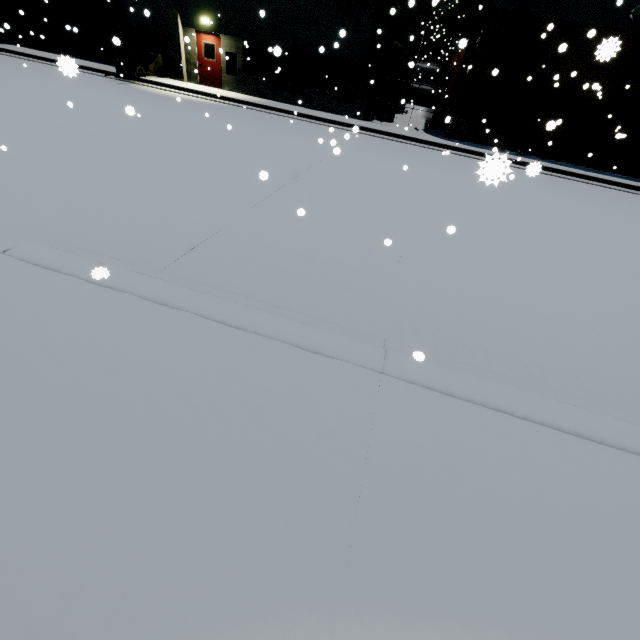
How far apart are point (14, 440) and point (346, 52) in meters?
20.0

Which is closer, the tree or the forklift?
the tree

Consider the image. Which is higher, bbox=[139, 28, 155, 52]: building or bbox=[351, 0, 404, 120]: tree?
bbox=[351, 0, 404, 120]: tree

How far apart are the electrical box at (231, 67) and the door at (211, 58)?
0.4m

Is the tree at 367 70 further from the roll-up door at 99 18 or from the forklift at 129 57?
the forklift at 129 57

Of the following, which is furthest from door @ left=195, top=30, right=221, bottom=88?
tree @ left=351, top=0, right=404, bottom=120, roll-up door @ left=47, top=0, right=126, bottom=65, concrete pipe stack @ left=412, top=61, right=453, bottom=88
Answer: concrete pipe stack @ left=412, top=61, right=453, bottom=88

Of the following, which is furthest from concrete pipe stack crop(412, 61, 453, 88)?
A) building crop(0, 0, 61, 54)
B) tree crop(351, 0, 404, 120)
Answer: tree crop(351, 0, 404, 120)

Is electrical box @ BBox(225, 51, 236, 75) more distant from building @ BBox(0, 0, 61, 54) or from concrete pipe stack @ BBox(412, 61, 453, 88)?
concrete pipe stack @ BBox(412, 61, 453, 88)
